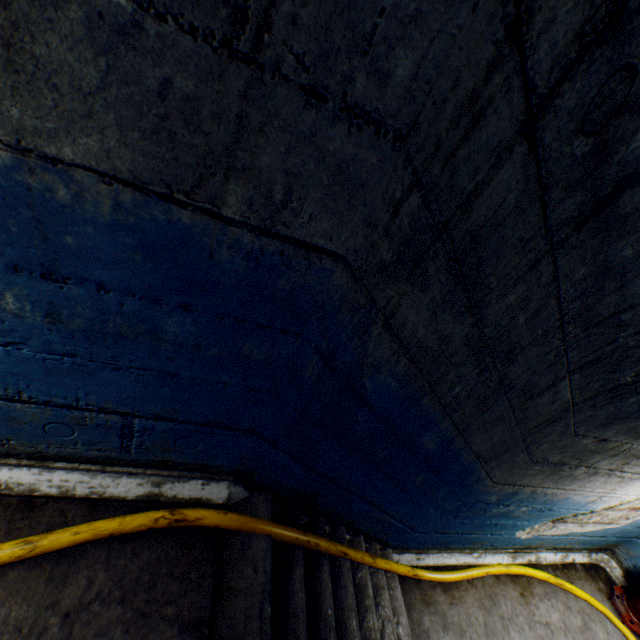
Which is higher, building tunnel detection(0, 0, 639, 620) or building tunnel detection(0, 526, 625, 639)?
building tunnel detection(0, 0, 639, 620)

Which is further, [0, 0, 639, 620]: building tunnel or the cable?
the cable

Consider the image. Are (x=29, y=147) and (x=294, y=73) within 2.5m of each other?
yes

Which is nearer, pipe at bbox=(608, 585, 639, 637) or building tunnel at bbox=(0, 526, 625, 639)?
building tunnel at bbox=(0, 526, 625, 639)

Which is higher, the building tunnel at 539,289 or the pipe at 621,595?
the building tunnel at 539,289

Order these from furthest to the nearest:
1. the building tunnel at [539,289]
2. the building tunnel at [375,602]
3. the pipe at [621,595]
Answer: the pipe at [621,595], the building tunnel at [375,602], the building tunnel at [539,289]

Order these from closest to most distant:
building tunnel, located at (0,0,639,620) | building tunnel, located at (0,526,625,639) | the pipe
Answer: building tunnel, located at (0,0,639,620)
building tunnel, located at (0,526,625,639)
the pipe

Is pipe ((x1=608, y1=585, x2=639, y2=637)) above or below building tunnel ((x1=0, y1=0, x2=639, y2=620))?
below
